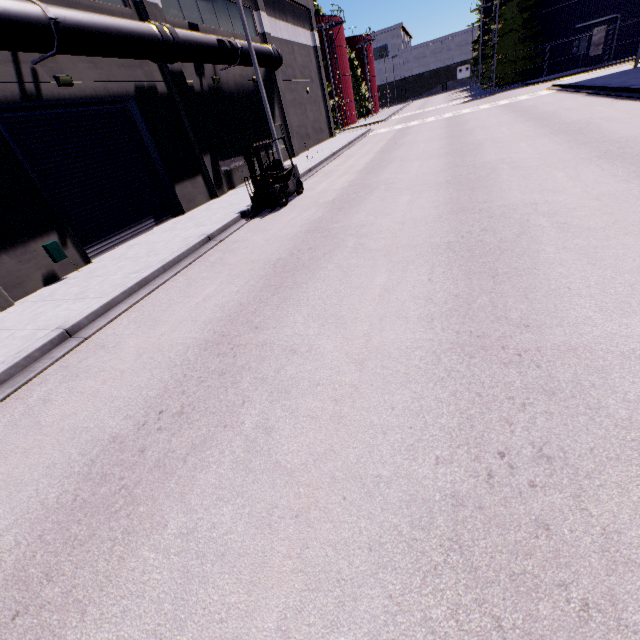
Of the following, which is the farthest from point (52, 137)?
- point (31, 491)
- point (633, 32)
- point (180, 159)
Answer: point (633, 32)

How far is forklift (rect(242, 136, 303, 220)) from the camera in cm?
1134

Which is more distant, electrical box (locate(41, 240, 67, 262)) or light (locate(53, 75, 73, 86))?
light (locate(53, 75, 73, 86))

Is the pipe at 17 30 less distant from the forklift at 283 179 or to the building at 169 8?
the building at 169 8

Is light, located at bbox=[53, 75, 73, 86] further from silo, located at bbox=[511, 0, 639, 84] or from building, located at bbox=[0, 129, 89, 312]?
silo, located at bbox=[511, 0, 639, 84]

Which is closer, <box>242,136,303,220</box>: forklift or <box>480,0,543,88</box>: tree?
<box>242,136,303,220</box>: forklift

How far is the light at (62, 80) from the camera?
9.67m

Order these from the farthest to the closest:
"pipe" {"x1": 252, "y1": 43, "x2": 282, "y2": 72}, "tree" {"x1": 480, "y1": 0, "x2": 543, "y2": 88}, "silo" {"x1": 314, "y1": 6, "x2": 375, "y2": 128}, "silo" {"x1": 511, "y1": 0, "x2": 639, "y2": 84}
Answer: "silo" {"x1": 314, "y1": 6, "x2": 375, "y2": 128} → "tree" {"x1": 480, "y1": 0, "x2": 543, "y2": 88} → "silo" {"x1": 511, "y1": 0, "x2": 639, "y2": 84} → "pipe" {"x1": 252, "y1": 43, "x2": 282, "y2": 72}
